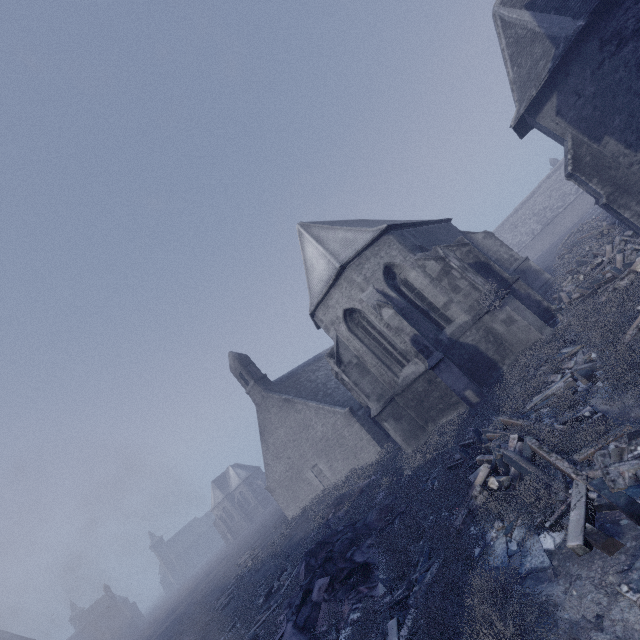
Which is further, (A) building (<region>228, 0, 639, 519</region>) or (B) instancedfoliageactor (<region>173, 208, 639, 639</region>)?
(A) building (<region>228, 0, 639, 519</region>)

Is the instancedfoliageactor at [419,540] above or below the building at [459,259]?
below

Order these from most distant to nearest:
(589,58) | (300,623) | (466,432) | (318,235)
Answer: (318,235), (589,58), (466,432), (300,623)

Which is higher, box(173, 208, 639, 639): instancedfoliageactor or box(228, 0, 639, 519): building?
box(228, 0, 639, 519): building

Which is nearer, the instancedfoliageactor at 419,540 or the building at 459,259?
the instancedfoliageactor at 419,540
